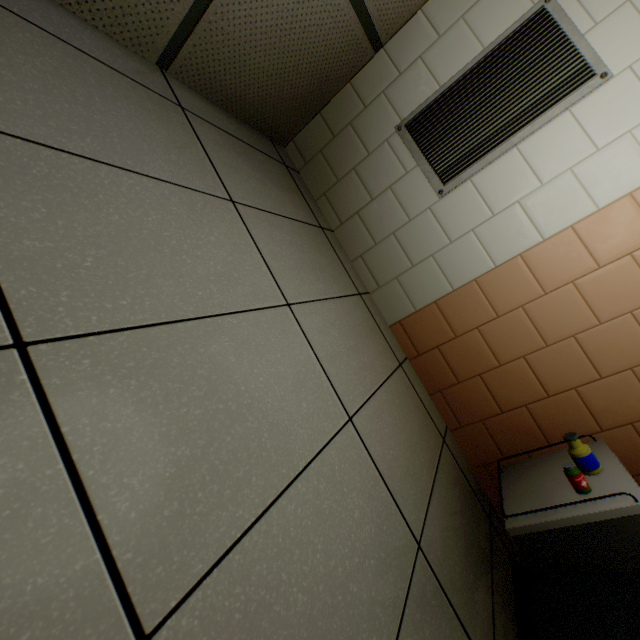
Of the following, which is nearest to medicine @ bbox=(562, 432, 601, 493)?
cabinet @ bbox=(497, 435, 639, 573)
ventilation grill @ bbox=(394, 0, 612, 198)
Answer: cabinet @ bbox=(497, 435, 639, 573)

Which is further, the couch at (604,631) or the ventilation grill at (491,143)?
the ventilation grill at (491,143)

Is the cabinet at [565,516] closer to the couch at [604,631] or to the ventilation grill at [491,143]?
the couch at [604,631]

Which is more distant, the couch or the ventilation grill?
the ventilation grill

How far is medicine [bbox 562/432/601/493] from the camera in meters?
1.3

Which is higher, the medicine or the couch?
the medicine

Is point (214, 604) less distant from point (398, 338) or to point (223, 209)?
point (223, 209)

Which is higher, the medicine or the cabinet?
the medicine
